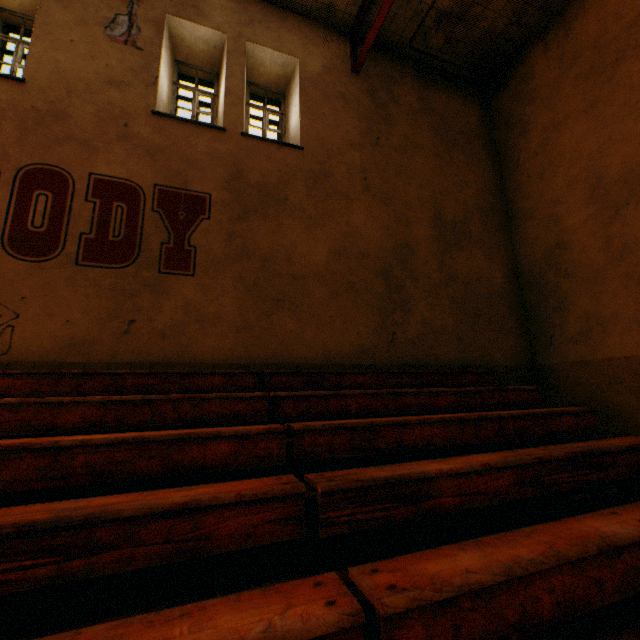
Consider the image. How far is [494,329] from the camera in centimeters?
641cm

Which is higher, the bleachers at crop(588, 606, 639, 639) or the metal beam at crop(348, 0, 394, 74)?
the metal beam at crop(348, 0, 394, 74)

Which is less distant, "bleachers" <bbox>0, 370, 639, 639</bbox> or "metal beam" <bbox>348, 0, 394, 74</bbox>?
"bleachers" <bbox>0, 370, 639, 639</bbox>

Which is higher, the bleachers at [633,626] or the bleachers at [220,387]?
the bleachers at [220,387]

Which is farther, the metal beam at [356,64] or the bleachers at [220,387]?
the metal beam at [356,64]

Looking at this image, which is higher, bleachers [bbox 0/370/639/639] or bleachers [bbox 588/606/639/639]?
bleachers [bbox 0/370/639/639]
